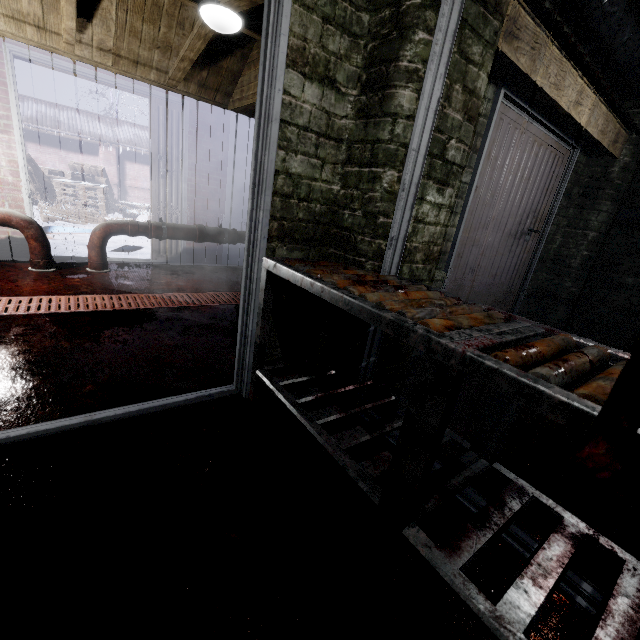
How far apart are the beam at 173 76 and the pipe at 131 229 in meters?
1.5

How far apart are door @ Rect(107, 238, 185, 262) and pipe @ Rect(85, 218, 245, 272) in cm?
38

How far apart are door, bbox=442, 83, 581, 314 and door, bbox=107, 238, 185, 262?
3.4m

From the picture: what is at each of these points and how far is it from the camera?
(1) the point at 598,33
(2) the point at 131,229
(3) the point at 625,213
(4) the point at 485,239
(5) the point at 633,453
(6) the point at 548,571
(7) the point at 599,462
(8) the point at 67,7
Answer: (1) pipe, 2.2 meters
(2) pipe, 3.5 meters
(3) pipe, 3.4 meters
(4) door, 2.8 meters
(5) table, 0.5 meters
(6) table, 0.9 meters
(7) meat, 0.5 meters
(8) beam, 2.5 meters

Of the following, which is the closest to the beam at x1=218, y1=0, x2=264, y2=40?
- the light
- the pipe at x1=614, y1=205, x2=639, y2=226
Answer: the light

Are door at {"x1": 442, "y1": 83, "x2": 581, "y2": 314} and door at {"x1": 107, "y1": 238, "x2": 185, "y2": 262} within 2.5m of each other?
no

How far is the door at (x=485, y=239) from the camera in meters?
2.3

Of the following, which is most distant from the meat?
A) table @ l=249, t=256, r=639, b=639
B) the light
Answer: the light
